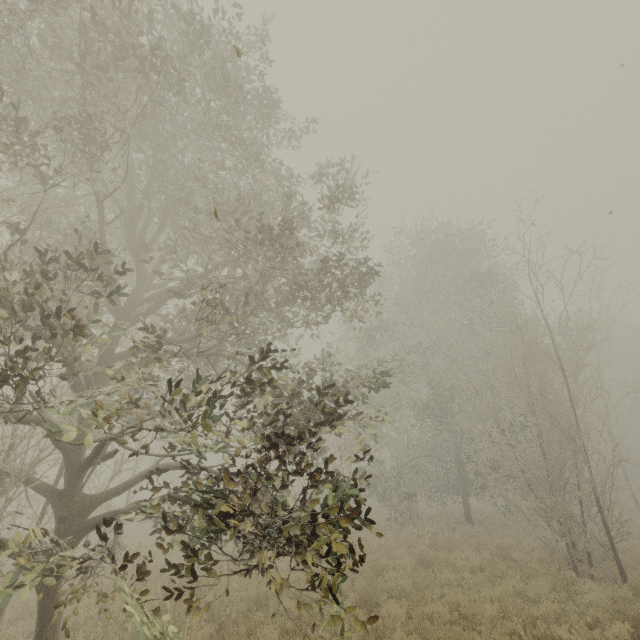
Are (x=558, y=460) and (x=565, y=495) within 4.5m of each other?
yes
